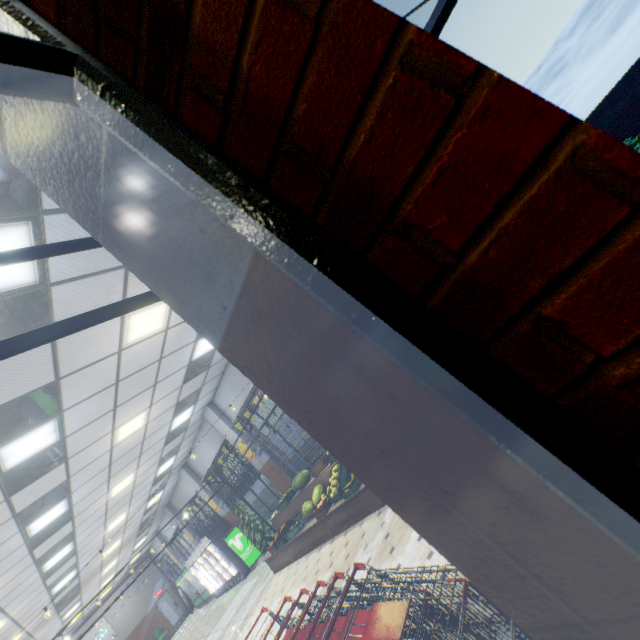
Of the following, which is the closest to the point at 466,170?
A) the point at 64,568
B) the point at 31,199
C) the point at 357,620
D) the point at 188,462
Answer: the point at 357,620

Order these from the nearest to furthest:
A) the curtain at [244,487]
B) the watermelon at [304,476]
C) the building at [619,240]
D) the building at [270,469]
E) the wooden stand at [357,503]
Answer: the building at [619,240] < the wooden stand at [357,503] < the watermelon at [304,476] < the building at [270,469] < the curtain at [244,487]

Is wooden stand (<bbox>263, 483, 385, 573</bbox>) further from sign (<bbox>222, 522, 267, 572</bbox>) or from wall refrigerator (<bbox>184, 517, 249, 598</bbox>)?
wall refrigerator (<bbox>184, 517, 249, 598</bbox>)

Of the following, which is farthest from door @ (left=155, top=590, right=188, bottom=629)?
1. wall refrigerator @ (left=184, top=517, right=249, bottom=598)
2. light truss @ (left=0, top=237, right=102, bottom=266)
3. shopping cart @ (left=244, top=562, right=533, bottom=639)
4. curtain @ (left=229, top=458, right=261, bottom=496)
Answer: shopping cart @ (left=244, top=562, right=533, bottom=639)

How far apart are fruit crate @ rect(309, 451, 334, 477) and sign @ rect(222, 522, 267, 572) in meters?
7.3 m

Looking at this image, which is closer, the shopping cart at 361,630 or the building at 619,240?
the building at 619,240

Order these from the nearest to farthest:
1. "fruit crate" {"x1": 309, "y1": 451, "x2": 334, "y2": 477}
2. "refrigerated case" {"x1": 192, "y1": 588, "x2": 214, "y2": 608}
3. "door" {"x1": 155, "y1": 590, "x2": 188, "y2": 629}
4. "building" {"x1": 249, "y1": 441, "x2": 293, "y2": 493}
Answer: "fruit crate" {"x1": 309, "y1": 451, "x2": 334, "y2": 477} < "building" {"x1": 249, "y1": 441, "x2": 293, "y2": 493} < "refrigerated case" {"x1": 192, "y1": 588, "x2": 214, "y2": 608} < "door" {"x1": 155, "y1": 590, "x2": 188, "y2": 629}

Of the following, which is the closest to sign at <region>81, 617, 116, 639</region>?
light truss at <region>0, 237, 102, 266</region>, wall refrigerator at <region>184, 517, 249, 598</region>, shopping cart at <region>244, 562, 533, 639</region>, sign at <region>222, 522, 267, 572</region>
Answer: wall refrigerator at <region>184, 517, 249, 598</region>
